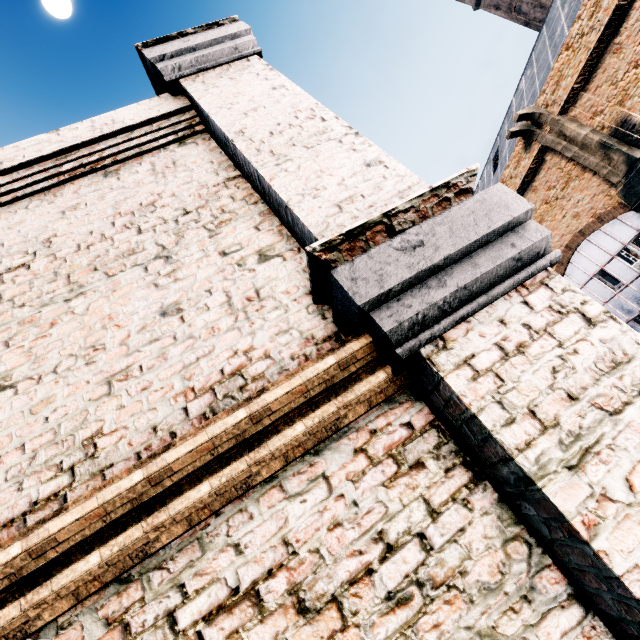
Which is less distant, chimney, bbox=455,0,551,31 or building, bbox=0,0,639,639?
building, bbox=0,0,639,639

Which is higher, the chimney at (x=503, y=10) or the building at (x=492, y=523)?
the chimney at (x=503, y=10)

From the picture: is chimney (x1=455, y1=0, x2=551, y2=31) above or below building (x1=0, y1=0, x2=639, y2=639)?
above

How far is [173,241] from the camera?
3.0m

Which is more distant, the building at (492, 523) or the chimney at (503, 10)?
the chimney at (503, 10)
